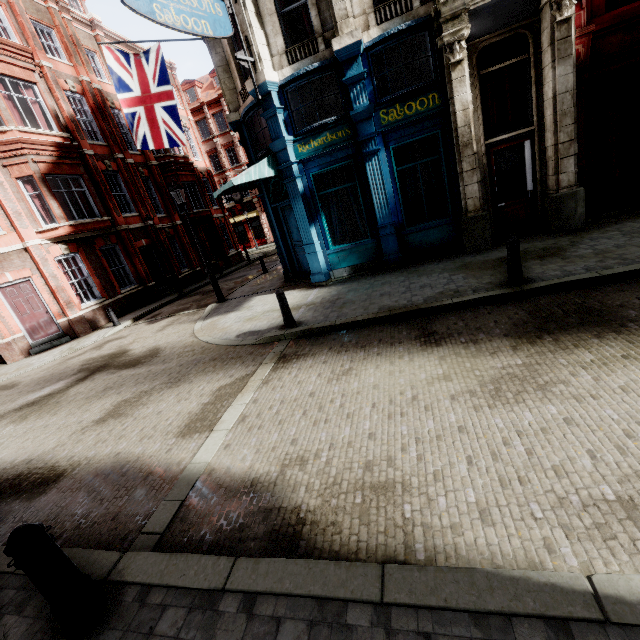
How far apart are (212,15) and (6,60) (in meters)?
12.51

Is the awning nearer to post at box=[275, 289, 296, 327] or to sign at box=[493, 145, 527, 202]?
post at box=[275, 289, 296, 327]

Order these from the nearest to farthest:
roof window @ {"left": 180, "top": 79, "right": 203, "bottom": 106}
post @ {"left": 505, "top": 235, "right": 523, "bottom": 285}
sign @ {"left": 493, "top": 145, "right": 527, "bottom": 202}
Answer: post @ {"left": 505, "top": 235, "right": 523, "bottom": 285}, sign @ {"left": 493, "top": 145, "right": 527, "bottom": 202}, roof window @ {"left": 180, "top": 79, "right": 203, "bottom": 106}

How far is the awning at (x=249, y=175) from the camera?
9.61m

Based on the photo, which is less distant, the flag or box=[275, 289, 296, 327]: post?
box=[275, 289, 296, 327]: post

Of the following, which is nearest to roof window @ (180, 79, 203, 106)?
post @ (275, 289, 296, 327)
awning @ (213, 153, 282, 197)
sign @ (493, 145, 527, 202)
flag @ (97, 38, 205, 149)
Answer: flag @ (97, 38, 205, 149)

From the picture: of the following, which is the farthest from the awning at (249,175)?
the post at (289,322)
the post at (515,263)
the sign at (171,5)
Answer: the post at (515,263)

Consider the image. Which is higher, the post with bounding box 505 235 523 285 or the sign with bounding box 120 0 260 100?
the sign with bounding box 120 0 260 100
